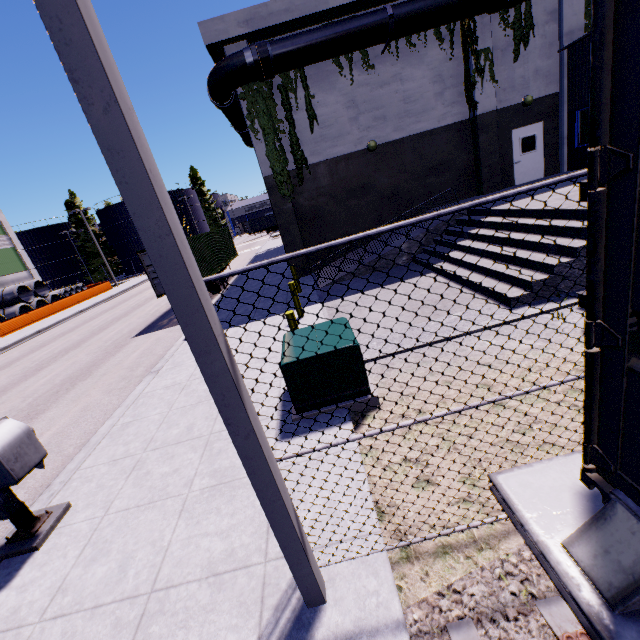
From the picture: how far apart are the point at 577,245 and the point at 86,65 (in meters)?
8.63

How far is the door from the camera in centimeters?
1502cm

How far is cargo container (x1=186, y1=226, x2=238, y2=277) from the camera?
17.0 meters

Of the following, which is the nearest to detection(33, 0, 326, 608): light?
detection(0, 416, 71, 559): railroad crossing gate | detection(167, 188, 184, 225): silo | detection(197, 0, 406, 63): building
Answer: detection(0, 416, 71, 559): railroad crossing gate

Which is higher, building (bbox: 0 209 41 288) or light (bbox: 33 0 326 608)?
building (bbox: 0 209 41 288)

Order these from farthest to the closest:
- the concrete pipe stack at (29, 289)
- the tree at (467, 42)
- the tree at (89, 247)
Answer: the tree at (89, 247) < the concrete pipe stack at (29, 289) < the tree at (467, 42)

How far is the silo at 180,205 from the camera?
57.94m

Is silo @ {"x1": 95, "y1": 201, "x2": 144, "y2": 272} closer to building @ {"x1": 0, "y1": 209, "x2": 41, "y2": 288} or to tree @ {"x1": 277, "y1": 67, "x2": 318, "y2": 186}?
building @ {"x1": 0, "y1": 209, "x2": 41, "y2": 288}
